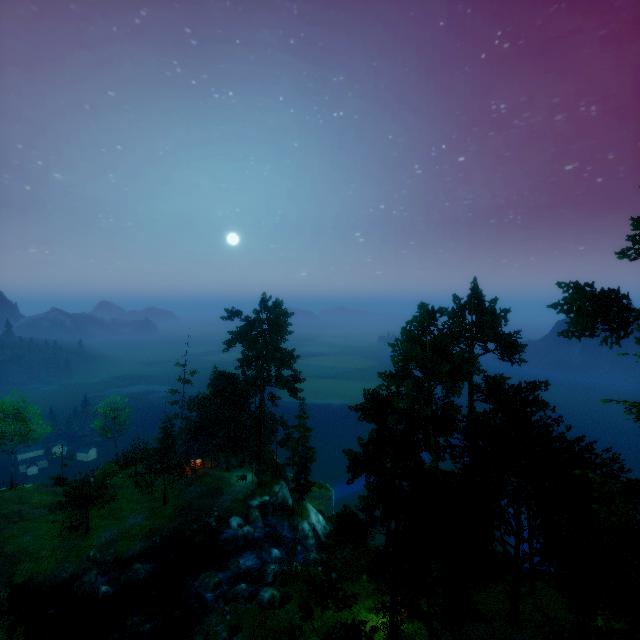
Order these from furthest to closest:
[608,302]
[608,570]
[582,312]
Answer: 1. [582,312]
2. [608,302]
3. [608,570]

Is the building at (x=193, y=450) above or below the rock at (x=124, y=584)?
above

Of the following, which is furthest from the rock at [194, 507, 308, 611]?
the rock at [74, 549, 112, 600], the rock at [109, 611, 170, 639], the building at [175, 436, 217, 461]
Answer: the building at [175, 436, 217, 461]

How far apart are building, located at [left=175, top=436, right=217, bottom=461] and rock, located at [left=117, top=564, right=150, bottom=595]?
13.6 meters

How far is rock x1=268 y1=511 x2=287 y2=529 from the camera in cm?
4084

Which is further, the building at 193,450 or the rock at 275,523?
the building at 193,450

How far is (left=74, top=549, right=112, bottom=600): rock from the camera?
29.34m

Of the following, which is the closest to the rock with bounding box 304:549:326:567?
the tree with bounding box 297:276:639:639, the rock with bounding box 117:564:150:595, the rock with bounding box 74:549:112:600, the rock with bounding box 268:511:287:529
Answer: the rock with bounding box 268:511:287:529
